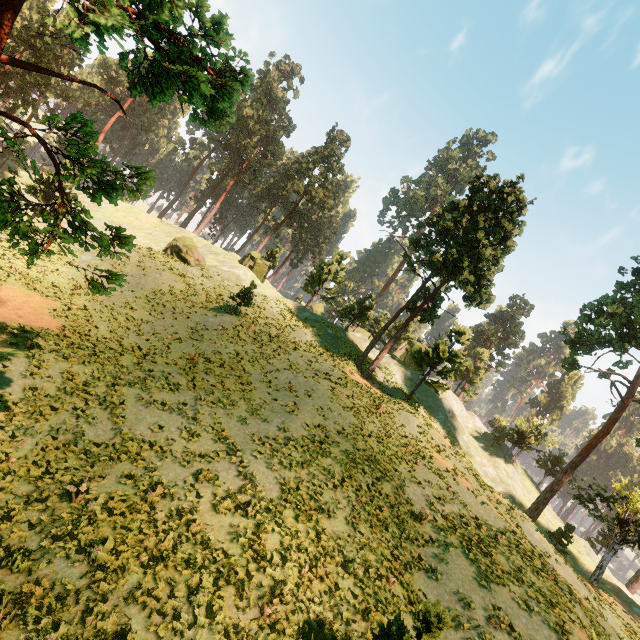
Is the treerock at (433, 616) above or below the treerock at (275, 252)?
below

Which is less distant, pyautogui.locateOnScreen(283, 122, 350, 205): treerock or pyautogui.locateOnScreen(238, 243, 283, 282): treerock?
pyautogui.locateOnScreen(238, 243, 283, 282): treerock

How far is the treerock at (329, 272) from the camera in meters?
44.2

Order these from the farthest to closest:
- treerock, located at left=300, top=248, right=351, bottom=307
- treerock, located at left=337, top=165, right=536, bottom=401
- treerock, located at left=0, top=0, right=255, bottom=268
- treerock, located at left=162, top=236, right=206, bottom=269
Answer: treerock, located at left=300, top=248, right=351, bottom=307 < treerock, located at left=162, top=236, right=206, bottom=269 < treerock, located at left=337, top=165, right=536, bottom=401 < treerock, located at left=0, top=0, right=255, bottom=268

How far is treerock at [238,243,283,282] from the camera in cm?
4719

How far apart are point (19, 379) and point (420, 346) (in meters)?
41.10
